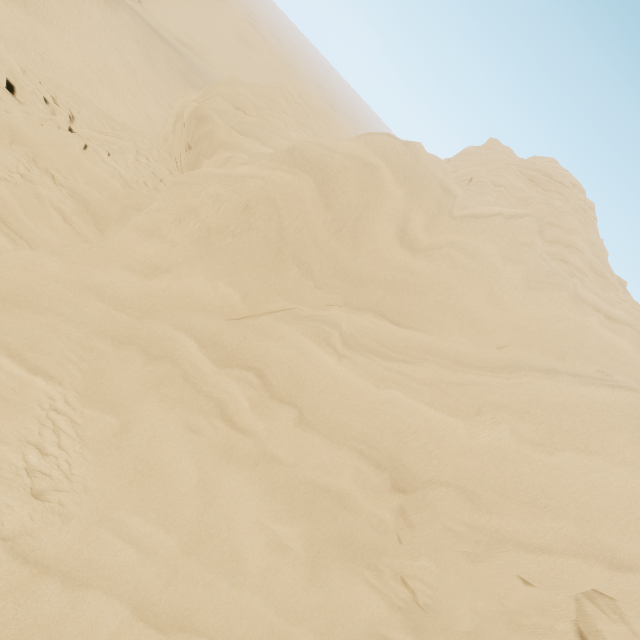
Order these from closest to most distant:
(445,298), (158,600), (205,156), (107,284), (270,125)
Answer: (158,600), (107,284), (445,298), (205,156), (270,125)
